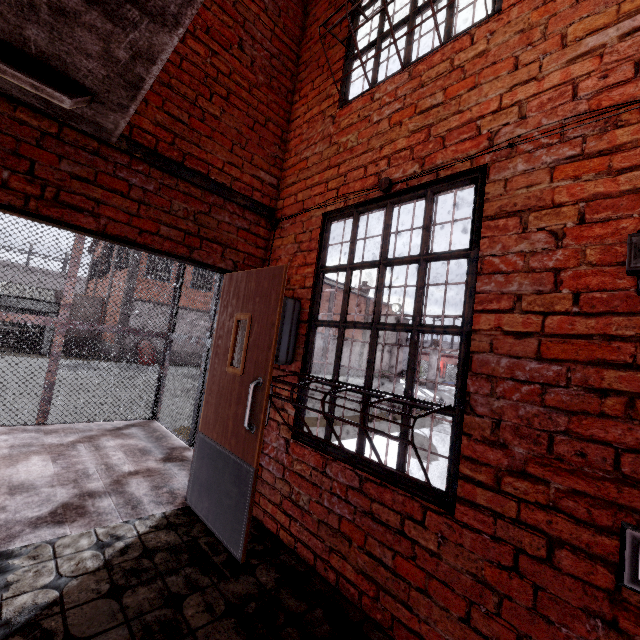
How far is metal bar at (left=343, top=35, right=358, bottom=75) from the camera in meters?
3.0

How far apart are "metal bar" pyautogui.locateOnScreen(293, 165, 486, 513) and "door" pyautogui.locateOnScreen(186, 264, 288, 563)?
0.33m

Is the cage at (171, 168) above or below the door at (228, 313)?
above

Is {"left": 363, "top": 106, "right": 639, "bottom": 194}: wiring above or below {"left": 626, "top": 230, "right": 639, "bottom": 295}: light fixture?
above

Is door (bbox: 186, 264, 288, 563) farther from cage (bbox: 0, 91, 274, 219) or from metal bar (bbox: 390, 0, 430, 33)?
metal bar (bbox: 390, 0, 430, 33)

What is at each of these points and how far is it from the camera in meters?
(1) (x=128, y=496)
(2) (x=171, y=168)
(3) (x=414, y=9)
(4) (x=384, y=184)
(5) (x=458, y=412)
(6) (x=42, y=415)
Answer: (1) stair, 3.0 m
(2) cage, 2.7 m
(3) metal bar, 2.5 m
(4) wiring, 2.4 m
(5) metal bar, 1.8 m
(6) cage, 4.5 m

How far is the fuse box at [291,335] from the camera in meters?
2.8 m

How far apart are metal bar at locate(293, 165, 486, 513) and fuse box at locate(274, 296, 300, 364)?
0.1m
